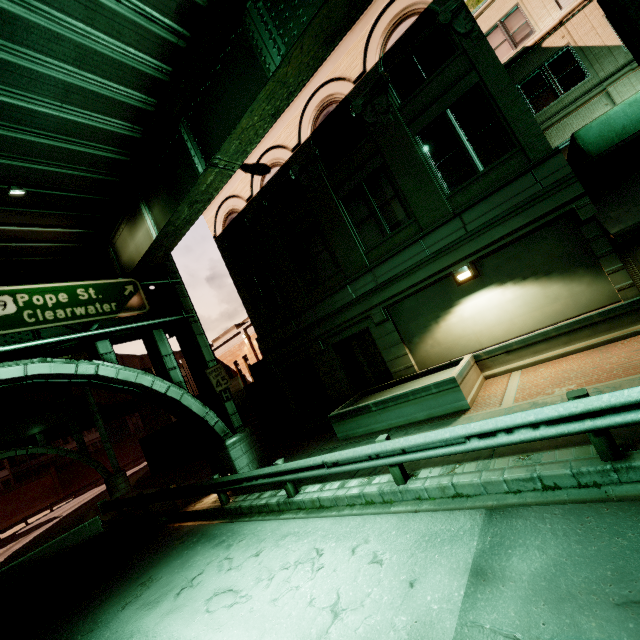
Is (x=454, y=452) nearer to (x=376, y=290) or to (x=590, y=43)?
(x=376, y=290)

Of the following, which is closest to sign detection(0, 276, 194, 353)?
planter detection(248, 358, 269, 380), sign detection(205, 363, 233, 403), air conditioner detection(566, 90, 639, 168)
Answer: sign detection(205, 363, 233, 403)

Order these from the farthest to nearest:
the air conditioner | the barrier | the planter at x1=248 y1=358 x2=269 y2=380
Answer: the planter at x1=248 y1=358 x2=269 y2=380, the barrier, the air conditioner

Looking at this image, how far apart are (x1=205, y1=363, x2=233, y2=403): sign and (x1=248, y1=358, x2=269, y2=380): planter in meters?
4.4

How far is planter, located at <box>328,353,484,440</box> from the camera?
9.25m

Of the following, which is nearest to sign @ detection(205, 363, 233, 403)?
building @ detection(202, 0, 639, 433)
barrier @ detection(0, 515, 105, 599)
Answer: building @ detection(202, 0, 639, 433)

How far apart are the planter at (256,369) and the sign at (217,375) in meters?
4.4 m

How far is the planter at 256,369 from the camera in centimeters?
1870cm
